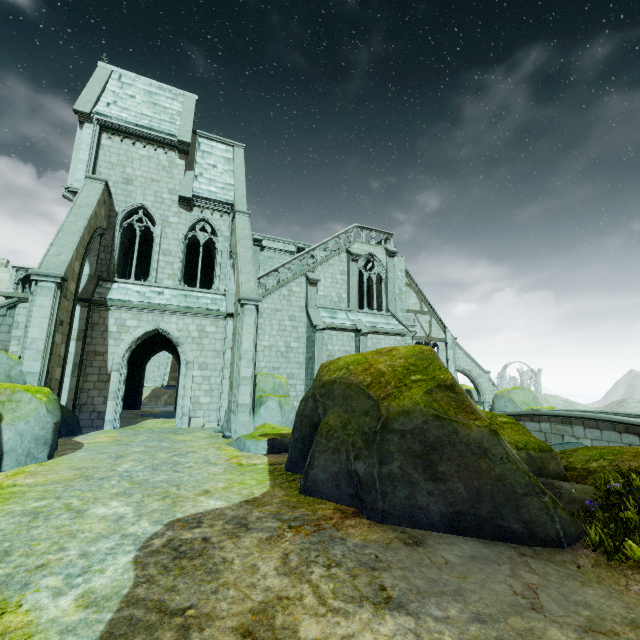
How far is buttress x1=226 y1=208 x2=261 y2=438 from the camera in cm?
1292

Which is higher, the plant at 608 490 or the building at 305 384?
the building at 305 384

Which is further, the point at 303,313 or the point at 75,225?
the point at 303,313

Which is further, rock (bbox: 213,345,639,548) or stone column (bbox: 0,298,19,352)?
stone column (bbox: 0,298,19,352)

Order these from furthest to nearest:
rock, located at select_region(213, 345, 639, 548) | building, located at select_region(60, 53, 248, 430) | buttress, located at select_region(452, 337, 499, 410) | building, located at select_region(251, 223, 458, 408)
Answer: buttress, located at select_region(452, 337, 499, 410) → building, located at select_region(251, 223, 458, 408) → building, located at select_region(60, 53, 248, 430) → rock, located at select_region(213, 345, 639, 548)

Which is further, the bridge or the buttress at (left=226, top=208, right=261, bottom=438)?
the bridge

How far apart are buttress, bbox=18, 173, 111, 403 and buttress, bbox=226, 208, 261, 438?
5.9m

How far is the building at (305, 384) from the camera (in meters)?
19.78
